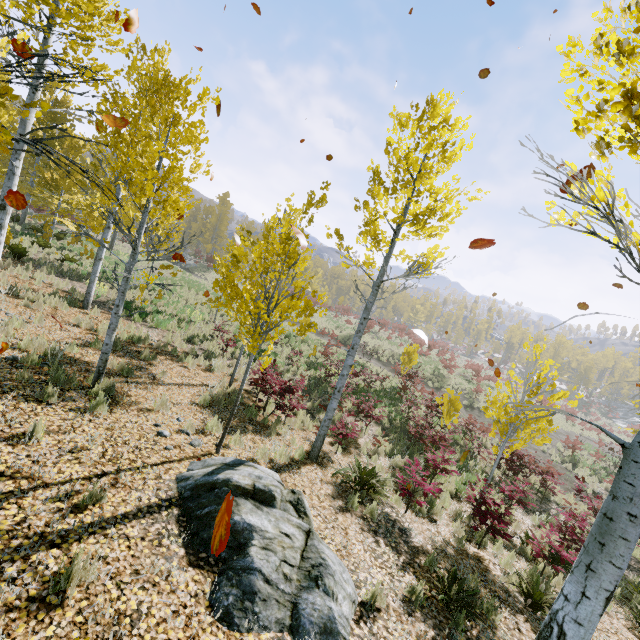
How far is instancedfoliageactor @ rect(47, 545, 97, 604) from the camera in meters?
2.9

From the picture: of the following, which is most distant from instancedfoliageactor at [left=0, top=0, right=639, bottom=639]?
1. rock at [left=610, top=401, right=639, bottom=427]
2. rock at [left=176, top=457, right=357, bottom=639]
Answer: rock at [left=610, top=401, right=639, bottom=427]

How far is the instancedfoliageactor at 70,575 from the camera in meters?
2.9

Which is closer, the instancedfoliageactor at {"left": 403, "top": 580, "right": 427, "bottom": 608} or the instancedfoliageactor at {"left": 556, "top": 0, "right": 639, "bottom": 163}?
the instancedfoliageactor at {"left": 556, "top": 0, "right": 639, "bottom": 163}

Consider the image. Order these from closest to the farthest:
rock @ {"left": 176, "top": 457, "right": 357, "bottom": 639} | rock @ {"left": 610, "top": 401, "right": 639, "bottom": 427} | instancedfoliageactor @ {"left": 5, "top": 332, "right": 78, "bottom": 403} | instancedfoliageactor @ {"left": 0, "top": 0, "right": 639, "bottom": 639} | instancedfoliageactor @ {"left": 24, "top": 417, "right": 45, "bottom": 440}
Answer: instancedfoliageactor @ {"left": 0, "top": 0, "right": 639, "bottom": 639}
rock @ {"left": 176, "top": 457, "right": 357, "bottom": 639}
instancedfoliageactor @ {"left": 24, "top": 417, "right": 45, "bottom": 440}
instancedfoliageactor @ {"left": 5, "top": 332, "right": 78, "bottom": 403}
rock @ {"left": 610, "top": 401, "right": 639, "bottom": 427}

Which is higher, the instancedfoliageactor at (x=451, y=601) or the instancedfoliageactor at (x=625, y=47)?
the instancedfoliageactor at (x=625, y=47)

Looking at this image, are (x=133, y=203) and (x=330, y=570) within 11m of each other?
no
